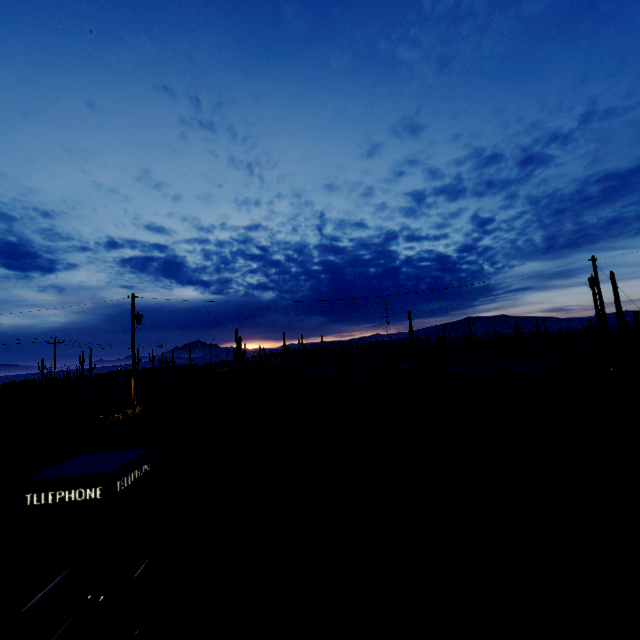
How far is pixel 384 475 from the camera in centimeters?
980cm
